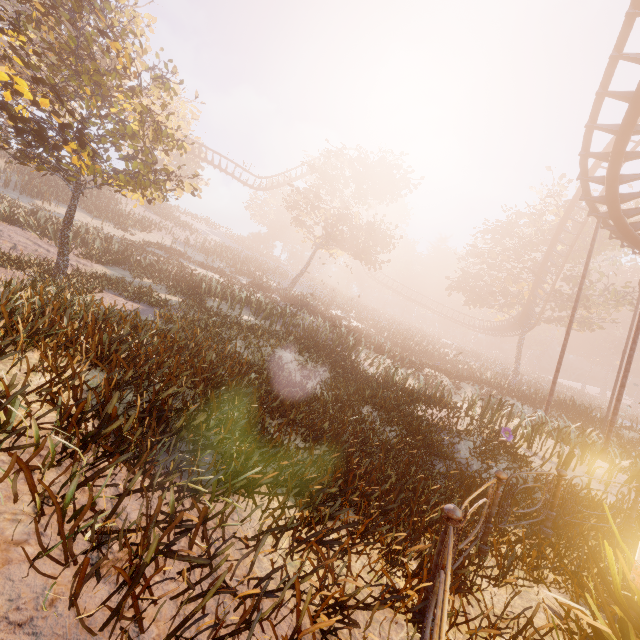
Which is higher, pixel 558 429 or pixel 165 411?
pixel 165 411

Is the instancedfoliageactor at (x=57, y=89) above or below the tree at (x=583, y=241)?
below

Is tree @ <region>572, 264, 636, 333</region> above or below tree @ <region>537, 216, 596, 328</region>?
below

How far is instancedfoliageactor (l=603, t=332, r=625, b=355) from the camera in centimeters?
5641cm

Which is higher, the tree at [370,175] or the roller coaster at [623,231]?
the tree at [370,175]

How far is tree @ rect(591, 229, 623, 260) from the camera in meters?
27.6

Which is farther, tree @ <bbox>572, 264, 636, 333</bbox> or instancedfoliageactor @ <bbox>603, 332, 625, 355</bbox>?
instancedfoliageactor @ <bbox>603, 332, 625, 355</bbox>

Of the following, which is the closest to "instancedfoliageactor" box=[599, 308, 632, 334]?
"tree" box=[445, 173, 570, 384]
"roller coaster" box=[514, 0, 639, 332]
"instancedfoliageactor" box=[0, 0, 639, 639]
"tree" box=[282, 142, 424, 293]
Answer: "tree" box=[445, 173, 570, 384]
